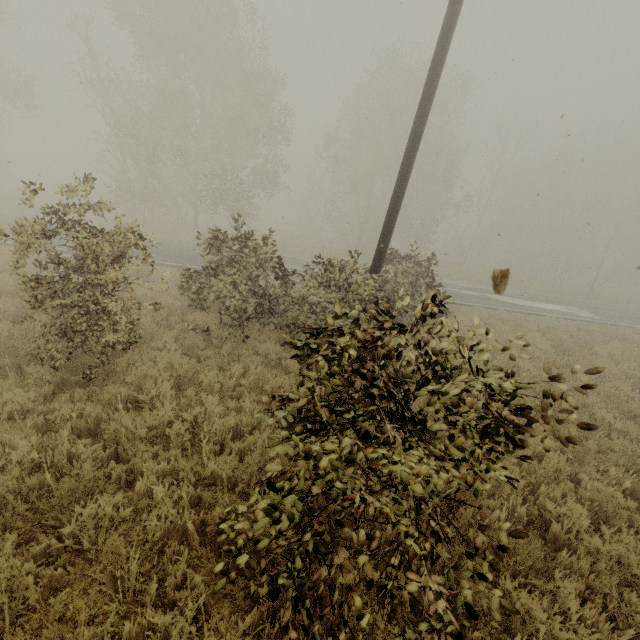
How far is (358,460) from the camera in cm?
213
